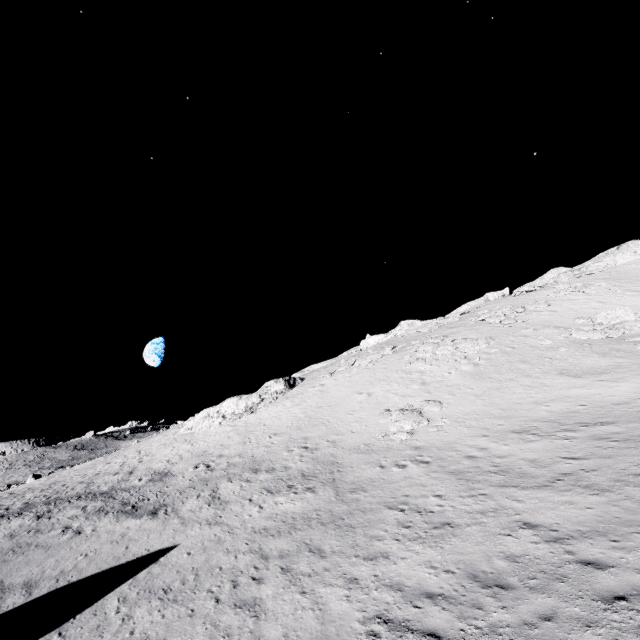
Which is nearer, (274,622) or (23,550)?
(274,622)

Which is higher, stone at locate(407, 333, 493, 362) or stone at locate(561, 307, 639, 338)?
stone at locate(407, 333, 493, 362)

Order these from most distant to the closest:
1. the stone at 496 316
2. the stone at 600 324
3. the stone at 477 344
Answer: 1. the stone at 496 316
2. the stone at 477 344
3. the stone at 600 324

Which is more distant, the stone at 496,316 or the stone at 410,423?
the stone at 496,316

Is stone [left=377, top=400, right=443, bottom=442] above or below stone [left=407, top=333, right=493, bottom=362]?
below

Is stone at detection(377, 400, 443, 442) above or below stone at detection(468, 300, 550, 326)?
below

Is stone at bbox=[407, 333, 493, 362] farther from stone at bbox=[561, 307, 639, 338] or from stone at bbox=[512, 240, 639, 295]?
stone at bbox=[512, 240, 639, 295]

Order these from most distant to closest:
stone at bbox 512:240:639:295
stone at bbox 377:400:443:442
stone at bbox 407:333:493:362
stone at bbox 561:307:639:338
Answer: stone at bbox 512:240:639:295 → stone at bbox 407:333:493:362 → stone at bbox 561:307:639:338 → stone at bbox 377:400:443:442
